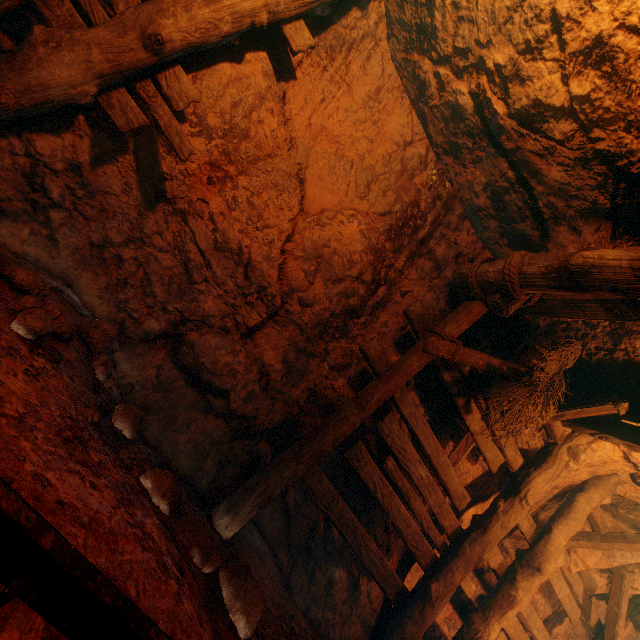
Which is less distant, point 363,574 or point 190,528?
point 190,528

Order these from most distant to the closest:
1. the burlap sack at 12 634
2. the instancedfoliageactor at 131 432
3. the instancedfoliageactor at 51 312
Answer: the instancedfoliageactor at 131 432 < the instancedfoliageactor at 51 312 < the burlap sack at 12 634

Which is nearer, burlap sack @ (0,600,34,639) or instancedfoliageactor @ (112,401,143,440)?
burlap sack @ (0,600,34,639)

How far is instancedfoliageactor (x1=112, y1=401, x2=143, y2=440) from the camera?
2.5m

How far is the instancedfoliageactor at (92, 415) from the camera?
2.1 meters

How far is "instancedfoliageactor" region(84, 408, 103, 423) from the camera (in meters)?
2.10

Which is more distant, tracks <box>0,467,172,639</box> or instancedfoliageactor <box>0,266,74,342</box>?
instancedfoliageactor <box>0,266,74,342</box>

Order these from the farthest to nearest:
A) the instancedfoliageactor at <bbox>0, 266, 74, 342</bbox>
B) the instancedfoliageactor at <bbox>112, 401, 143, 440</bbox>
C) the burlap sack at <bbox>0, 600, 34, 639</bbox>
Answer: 1. the instancedfoliageactor at <bbox>112, 401, 143, 440</bbox>
2. the instancedfoliageactor at <bbox>0, 266, 74, 342</bbox>
3. the burlap sack at <bbox>0, 600, 34, 639</bbox>
